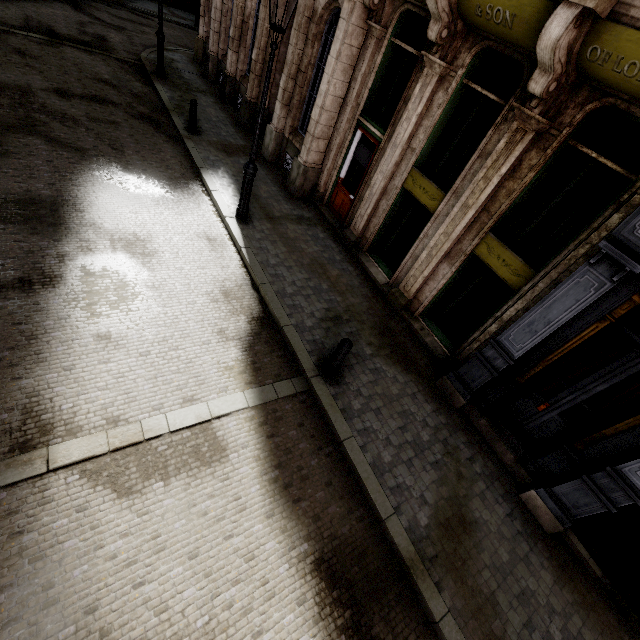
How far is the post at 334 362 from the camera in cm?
549

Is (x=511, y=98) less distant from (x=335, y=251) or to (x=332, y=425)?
(x=335, y=251)

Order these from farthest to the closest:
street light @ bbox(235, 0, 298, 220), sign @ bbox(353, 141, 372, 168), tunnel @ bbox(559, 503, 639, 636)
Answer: sign @ bbox(353, 141, 372, 168) → street light @ bbox(235, 0, 298, 220) → tunnel @ bbox(559, 503, 639, 636)

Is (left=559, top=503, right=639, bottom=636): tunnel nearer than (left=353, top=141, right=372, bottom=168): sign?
Yes

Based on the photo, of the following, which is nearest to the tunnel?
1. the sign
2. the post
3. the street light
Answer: the post

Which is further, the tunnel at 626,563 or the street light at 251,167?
the street light at 251,167

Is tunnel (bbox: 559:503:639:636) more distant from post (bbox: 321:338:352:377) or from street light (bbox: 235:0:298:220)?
street light (bbox: 235:0:298:220)

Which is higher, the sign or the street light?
the sign
